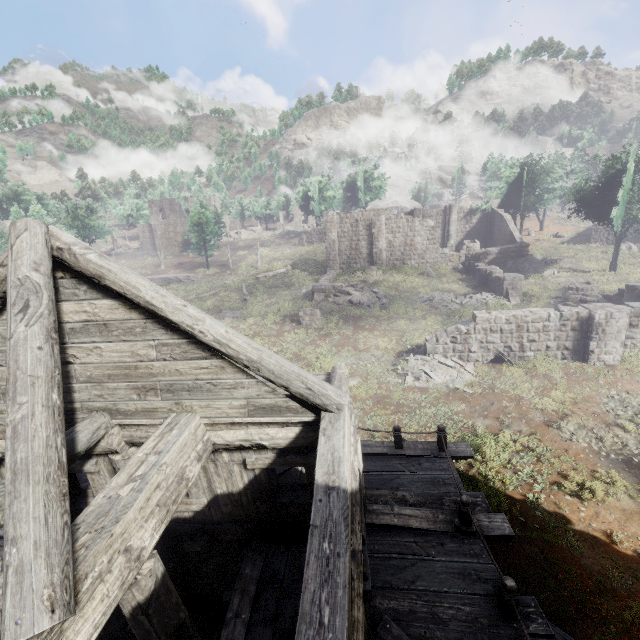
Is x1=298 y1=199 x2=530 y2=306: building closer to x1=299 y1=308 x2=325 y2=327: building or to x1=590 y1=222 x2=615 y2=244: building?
x1=299 y1=308 x2=325 y2=327: building

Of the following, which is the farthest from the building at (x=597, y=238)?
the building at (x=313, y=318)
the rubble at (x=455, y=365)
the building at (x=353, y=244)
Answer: the building at (x=313, y=318)

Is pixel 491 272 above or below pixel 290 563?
above

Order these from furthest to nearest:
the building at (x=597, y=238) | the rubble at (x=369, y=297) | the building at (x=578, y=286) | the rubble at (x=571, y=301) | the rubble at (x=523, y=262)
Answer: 1. the building at (x=597, y=238)
2. the rubble at (x=523, y=262)
3. the rubble at (x=369, y=297)
4. the building at (x=578, y=286)
5. the rubble at (x=571, y=301)

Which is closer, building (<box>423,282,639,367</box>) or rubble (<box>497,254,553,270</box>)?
building (<box>423,282,639,367</box>)

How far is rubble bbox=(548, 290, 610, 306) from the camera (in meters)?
20.52

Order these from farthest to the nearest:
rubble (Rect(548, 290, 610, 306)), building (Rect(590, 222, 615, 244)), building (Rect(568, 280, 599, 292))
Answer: building (Rect(590, 222, 615, 244)) < building (Rect(568, 280, 599, 292)) < rubble (Rect(548, 290, 610, 306))

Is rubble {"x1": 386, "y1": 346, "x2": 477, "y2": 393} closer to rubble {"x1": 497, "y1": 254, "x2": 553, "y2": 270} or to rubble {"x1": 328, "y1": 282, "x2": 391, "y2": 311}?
rubble {"x1": 328, "y1": 282, "x2": 391, "y2": 311}
